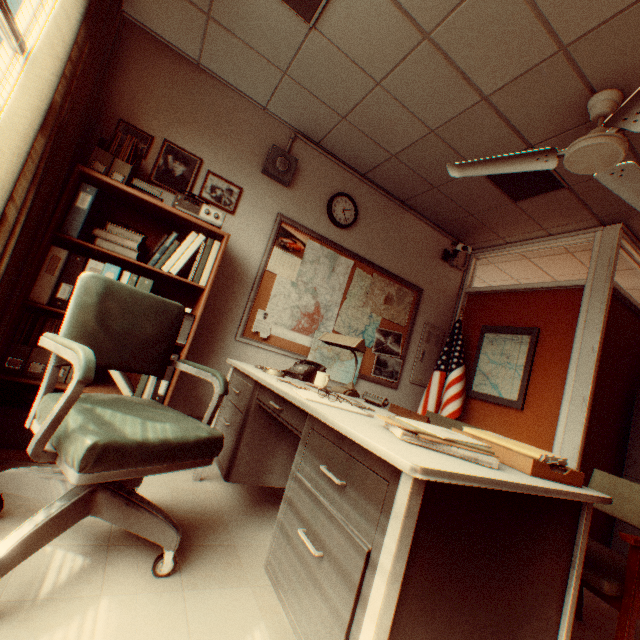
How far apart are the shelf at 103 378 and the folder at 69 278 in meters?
0.0

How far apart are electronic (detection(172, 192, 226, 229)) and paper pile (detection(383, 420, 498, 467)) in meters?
2.1

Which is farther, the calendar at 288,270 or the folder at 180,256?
the calendar at 288,270

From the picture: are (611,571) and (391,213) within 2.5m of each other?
no

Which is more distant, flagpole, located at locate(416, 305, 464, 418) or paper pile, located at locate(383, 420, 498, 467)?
flagpole, located at locate(416, 305, 464, 418)

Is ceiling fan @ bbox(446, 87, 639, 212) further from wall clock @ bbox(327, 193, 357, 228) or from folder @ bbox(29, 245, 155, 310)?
folder @ bbox(29, 245, 155, 310)

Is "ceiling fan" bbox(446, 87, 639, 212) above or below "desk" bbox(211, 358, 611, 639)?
above

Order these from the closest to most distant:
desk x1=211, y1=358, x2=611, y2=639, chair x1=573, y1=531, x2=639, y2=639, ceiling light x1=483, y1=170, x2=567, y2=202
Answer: desk x1=211, y1=358, x2=611, y2=639 < chair x1=573, y1=531, x2=639, y2=639 < ceiling light x1=483, y1=170, x2=567, y2=202
